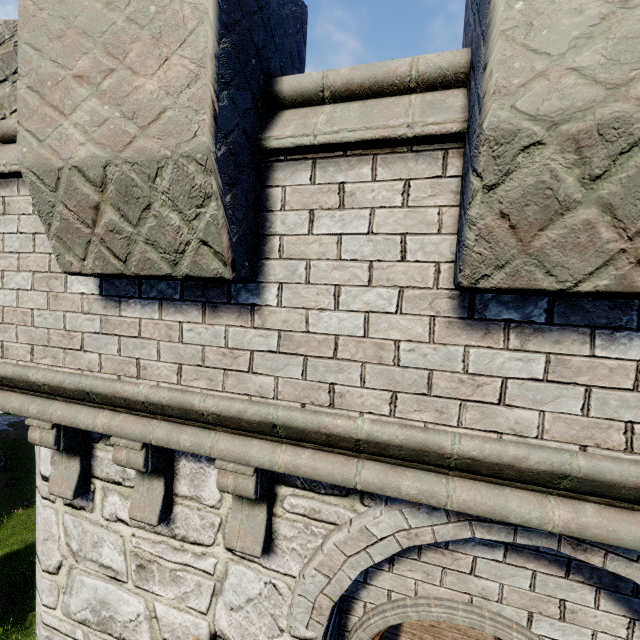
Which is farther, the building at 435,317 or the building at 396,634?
the building at 396,634

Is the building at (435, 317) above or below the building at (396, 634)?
above

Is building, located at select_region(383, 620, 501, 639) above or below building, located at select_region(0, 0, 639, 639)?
below

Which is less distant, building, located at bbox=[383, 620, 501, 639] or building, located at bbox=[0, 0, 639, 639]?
building, located at bbox=[0, 0, 639, 639]

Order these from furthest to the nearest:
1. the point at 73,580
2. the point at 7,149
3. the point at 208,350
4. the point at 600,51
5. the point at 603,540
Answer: the point at 73,580 < the point at 7,149 < the point at 208,350 < the point at 603,540 < the point at 600,51
